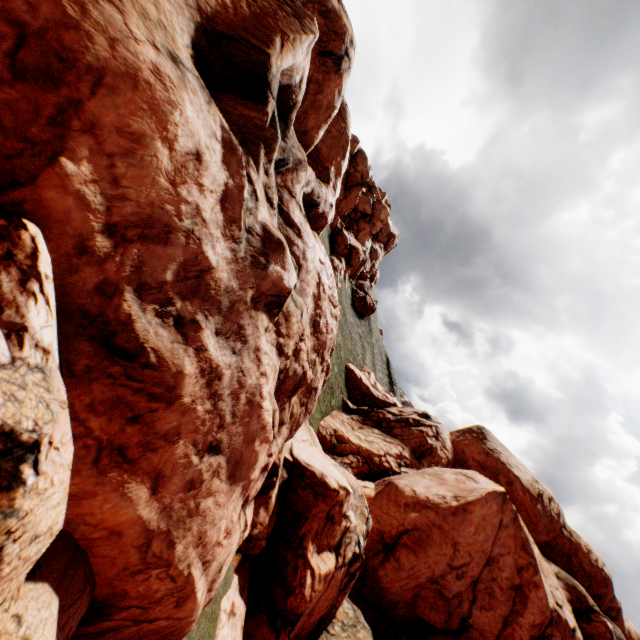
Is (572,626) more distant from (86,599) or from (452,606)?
(86,599)
